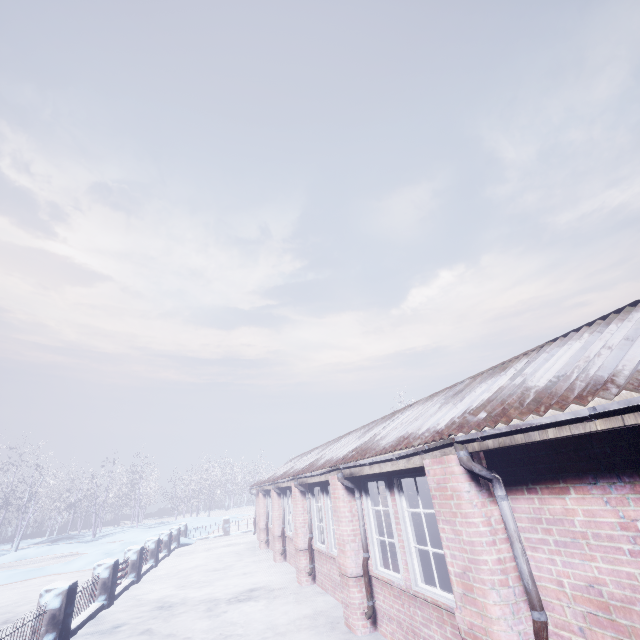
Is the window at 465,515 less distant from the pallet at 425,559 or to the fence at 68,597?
the pallet at 425,559

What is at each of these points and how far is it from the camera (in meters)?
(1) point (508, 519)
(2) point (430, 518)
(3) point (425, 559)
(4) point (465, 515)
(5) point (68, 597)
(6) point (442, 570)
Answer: (1) pipe, 2.75
(2) pallet, 6.03
(3) pallet, 6.20
(4) window, 2.92
(5) fence, 5.74
(6) pallet, 5.54

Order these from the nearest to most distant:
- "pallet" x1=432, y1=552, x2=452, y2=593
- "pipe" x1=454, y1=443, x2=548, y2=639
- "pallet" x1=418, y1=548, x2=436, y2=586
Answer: "pipe" x1=454, y1=443, x2=548, y2=639, "pallet" x1=432, y1=552, x2=452, y2=593, "pallet" x1=418, y1=548, x2=436, y2=586

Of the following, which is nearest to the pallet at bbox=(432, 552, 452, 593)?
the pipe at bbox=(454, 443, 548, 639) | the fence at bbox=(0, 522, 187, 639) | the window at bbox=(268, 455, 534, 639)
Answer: the window at bbox=(268, 455, 534, 639)

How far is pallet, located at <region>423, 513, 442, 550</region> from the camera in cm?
572

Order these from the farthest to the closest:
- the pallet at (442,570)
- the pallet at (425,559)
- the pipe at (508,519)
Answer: the pallet at (425,559) → the pallet at (442,570) → the pipe at (508,519)
